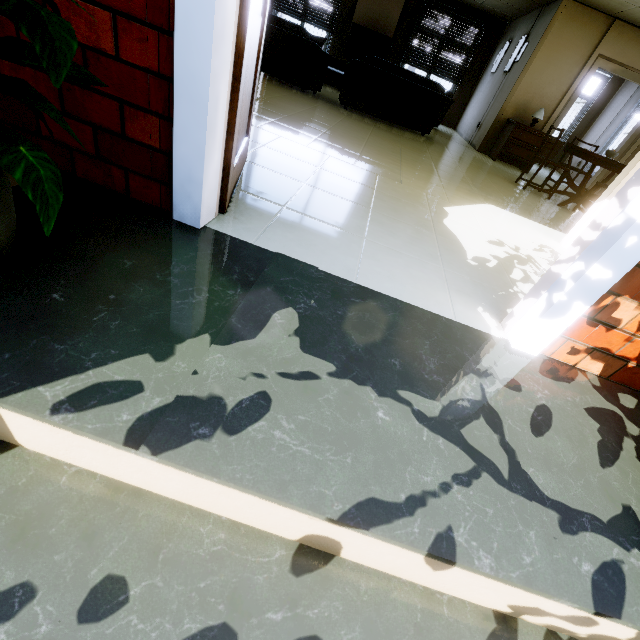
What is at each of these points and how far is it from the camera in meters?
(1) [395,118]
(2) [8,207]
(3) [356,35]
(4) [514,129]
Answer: (1) couch, 6.2 m
(2) planter pot, 0.9 m
(3) tv, 9.6 m
(4) dresser, 6.9 m

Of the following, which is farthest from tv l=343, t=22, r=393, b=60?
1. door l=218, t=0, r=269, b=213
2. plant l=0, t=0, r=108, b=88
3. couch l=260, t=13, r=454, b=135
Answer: plant l=0, t=0, r=108, b=88

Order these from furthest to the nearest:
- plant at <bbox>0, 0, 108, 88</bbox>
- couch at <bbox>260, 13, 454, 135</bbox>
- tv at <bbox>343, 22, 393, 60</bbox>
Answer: tv at <bbox>343, 22, 393, 60</bbox> < couch at <bbox>260, 13, 454, 135</bbox> < plant at <bbox>0, 0, 108, 88</bbox>

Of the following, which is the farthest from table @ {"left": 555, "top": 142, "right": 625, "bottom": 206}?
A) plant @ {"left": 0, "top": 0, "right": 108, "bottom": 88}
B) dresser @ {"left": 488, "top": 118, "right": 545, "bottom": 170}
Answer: plant @ {"left": 0, "top": 0, "right": 108, "bottom": 88}

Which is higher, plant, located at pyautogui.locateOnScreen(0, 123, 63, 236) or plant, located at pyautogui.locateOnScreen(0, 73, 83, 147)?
plant, located at pyautogui.locateOnScreen(0, 73, 83, 147)

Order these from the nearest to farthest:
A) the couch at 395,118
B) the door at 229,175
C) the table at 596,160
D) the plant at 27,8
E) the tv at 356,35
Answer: the plant at 27,8, the door at 229,175, the table at 596,160, the couch at 395,118, the tv at 356,35

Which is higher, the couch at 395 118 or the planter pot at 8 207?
the couch at 395 118

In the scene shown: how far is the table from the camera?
4.61m
